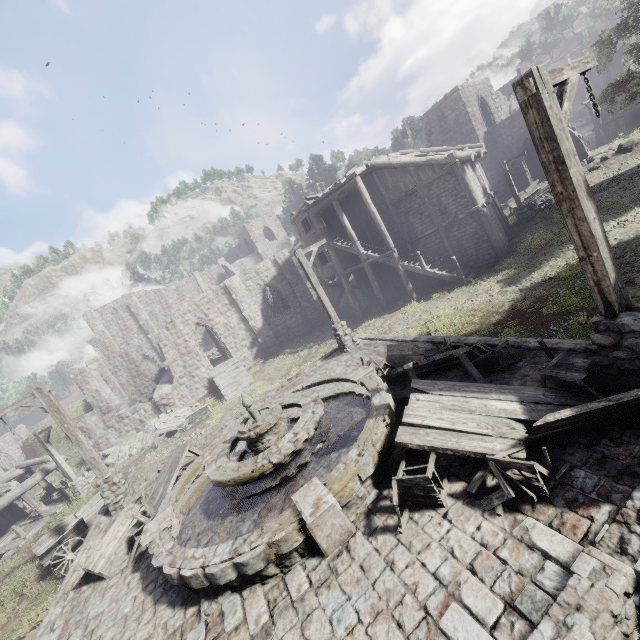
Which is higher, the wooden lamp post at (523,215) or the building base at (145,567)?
the building base at (145,567)

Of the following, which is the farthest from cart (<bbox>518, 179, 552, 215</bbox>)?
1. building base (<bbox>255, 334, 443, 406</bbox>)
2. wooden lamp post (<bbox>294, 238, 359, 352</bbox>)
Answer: building base (<bbox>255, 334, 443, 406</bbox>)

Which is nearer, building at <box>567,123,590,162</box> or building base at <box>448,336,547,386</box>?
building base at <box>448,336,547,386</box>

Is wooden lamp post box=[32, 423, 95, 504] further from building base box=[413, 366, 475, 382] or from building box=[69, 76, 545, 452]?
building base box=[413, 366, 475, 382]

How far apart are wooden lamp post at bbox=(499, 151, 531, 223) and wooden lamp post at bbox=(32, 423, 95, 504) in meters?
31.7

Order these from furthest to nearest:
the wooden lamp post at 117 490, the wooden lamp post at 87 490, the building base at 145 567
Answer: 1. the wooden lamp post at 87 490
2. the wooden lamp post at 117 490
3. the building base at 145 567

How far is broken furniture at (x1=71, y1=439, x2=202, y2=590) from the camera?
7.5 meters

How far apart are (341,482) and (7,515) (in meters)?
24.79
